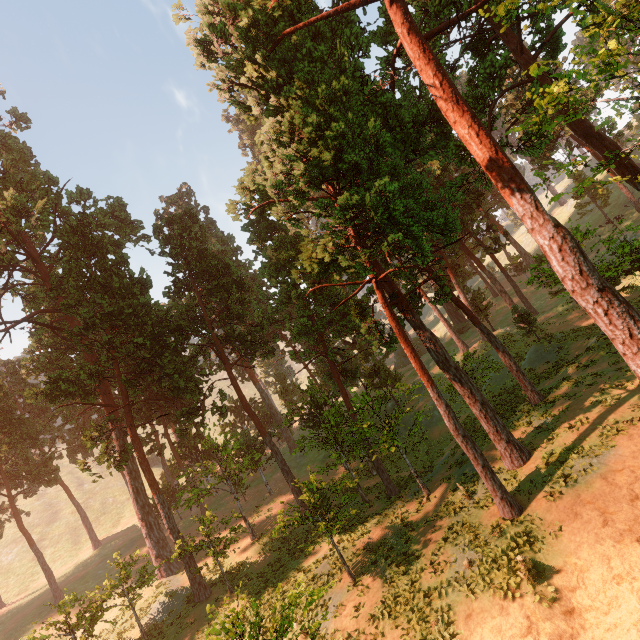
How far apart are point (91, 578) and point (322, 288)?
40.47m
